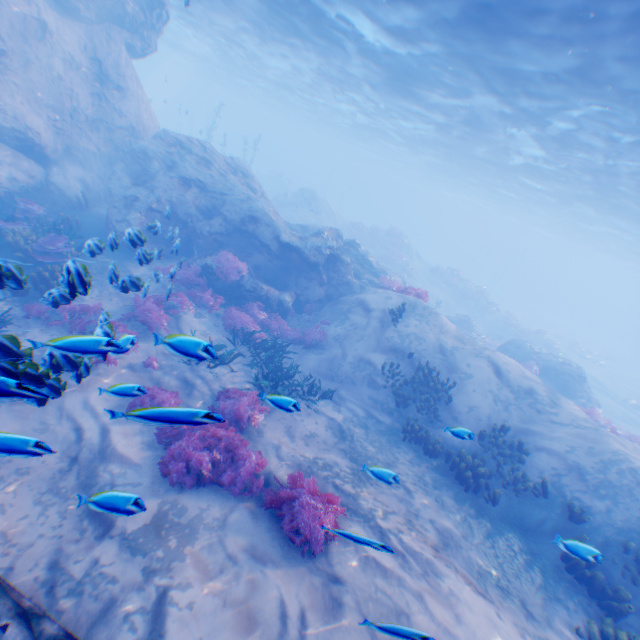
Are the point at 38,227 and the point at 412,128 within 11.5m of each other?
no

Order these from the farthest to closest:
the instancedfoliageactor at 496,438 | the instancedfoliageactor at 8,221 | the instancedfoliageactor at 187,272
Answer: the instancedfoliageactor at 187,272, the instancedfoliageactor at 496,438, the instancedfoliageactor at 8,221

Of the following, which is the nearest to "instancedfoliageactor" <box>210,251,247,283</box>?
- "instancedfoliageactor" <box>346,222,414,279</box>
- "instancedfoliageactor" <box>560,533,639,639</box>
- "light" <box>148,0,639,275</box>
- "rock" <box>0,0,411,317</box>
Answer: "rock" <box>0,0,411,317</box>

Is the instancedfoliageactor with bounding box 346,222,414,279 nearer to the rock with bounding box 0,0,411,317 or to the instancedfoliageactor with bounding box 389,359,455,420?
the rock with bounding box 0,0,411,317

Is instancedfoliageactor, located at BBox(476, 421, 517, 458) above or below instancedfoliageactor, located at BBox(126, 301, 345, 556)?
above

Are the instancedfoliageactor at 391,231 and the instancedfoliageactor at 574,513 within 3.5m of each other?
no

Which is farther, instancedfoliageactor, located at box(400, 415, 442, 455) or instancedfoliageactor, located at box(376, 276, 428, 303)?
instancedfoliageactor, located at box(376, 276, 428, 303)

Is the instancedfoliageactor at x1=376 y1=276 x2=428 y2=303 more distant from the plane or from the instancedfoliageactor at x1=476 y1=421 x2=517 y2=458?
the plane
